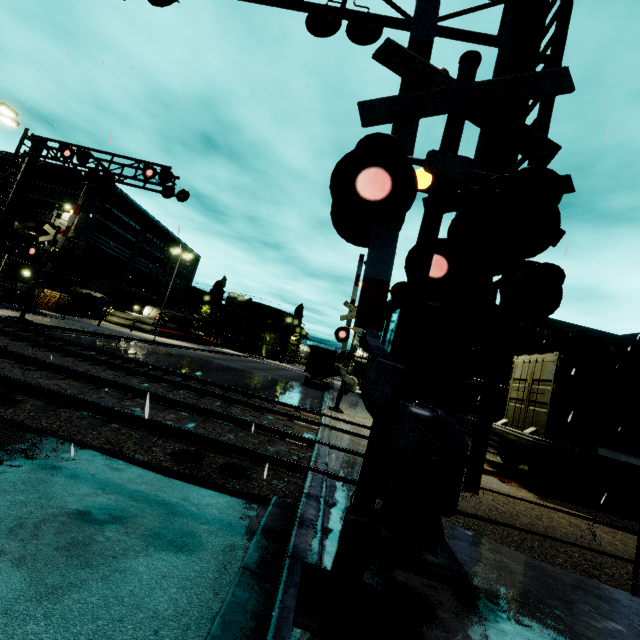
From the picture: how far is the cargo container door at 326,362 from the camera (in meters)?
27.27

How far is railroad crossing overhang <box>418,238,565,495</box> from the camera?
3.7m

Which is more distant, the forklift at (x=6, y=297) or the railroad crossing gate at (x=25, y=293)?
the forklift at (x=6, y=297)

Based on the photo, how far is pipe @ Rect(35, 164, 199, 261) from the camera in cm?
3259

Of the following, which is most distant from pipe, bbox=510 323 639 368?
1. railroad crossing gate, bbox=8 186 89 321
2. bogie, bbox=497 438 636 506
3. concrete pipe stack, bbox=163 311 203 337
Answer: railroad crossing gate, bbox=8 186 89 321

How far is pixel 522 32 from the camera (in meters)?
4.73

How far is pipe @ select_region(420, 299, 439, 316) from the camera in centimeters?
2642cm

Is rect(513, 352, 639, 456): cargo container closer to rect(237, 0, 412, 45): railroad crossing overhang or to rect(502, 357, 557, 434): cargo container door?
rect(502, 357, 557, 434): cargo container door
